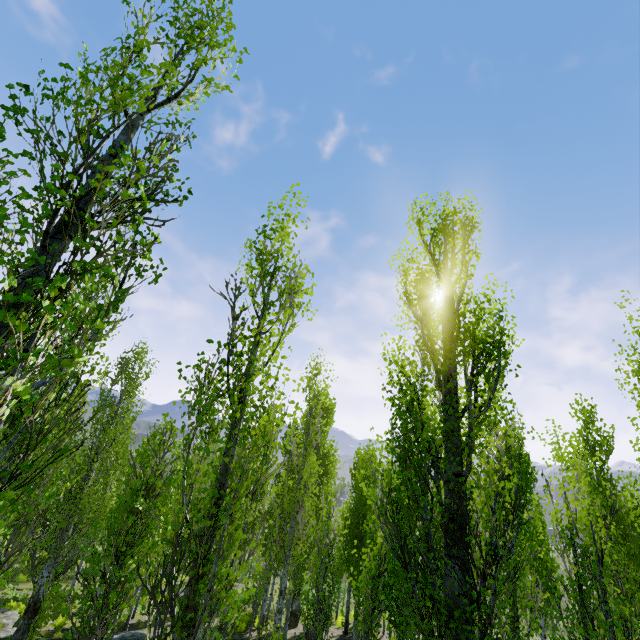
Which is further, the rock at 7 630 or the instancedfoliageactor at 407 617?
the rock at 7 630

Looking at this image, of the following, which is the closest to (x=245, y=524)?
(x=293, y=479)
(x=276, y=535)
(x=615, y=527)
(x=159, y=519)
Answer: (x=276, y=535)

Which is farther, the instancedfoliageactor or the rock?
the rock

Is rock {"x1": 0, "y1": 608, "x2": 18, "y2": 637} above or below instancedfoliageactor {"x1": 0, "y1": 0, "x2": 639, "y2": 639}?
below

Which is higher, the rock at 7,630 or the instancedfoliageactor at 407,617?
the instancedfoliageactor at 407,617
